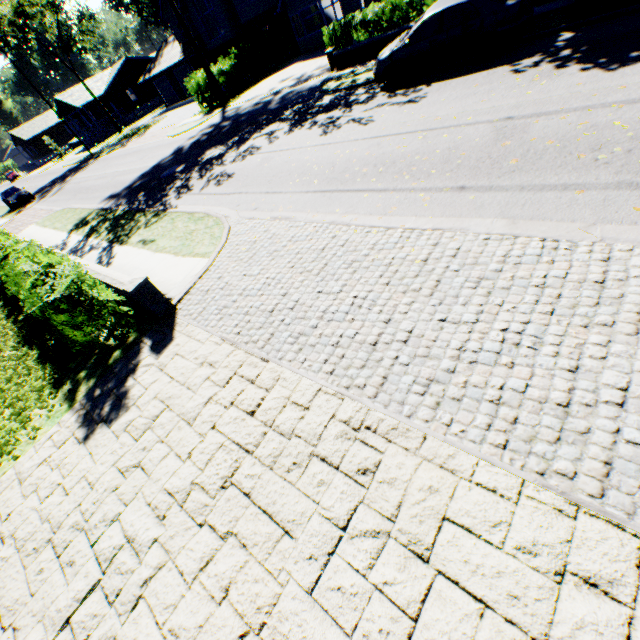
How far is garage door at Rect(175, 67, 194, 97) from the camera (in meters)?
36.65

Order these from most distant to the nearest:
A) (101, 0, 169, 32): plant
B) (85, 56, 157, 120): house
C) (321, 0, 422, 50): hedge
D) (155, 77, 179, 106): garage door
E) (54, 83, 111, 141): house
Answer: (101, 0, 169, 32): plant, (85, 56, 157, 120): house, (54, 83, 111, 141): house, (155, 77, 179, 106): garage door, (321, 0, 422, 50): hedge

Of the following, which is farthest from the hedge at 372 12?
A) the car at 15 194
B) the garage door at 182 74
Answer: the car at 15 194

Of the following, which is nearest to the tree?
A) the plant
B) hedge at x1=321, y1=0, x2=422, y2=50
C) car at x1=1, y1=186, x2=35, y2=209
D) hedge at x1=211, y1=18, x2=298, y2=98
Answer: the plant

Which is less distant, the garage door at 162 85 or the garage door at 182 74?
the garage door at 182 74

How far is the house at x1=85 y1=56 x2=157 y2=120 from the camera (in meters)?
47.94

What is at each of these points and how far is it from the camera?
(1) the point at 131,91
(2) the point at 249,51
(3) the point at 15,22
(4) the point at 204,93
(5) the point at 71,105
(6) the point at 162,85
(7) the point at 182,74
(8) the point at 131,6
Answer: (1) house, 57.9 meters
(2) hedge, 26.2 meters
(3) tree, 35.7 meters
(4) hedge, 24.4 meters
(5) house, 47.2 meters
(6) garage door, 40.5 meters
(7) garage door, 37.2 meters
(8) plant, 52.8 meters
